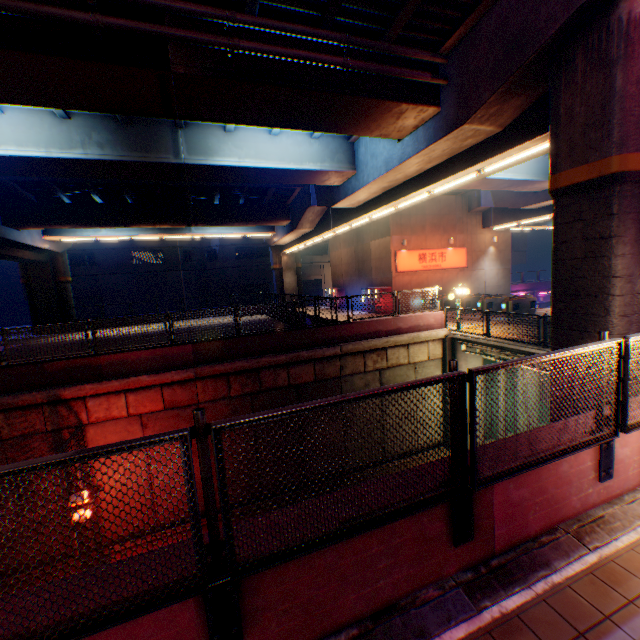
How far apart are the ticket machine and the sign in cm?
575

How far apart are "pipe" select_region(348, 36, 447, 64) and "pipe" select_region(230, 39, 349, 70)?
0.3 meters

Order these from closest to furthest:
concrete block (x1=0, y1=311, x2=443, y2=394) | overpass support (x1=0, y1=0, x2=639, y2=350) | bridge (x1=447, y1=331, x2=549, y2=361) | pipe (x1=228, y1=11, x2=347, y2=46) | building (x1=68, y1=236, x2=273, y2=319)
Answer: overpass support (x1=0, y1=0, x2=639, y2=350) < pipe (x1=228, y1=11, x2=347, y2=46) < concrete block (x1=0, y1=311, x2=443, y2=394) < bridge (x1=447, y1=331, x2=549, y2=361) < building (x1=68, y1=236, x2=273, y2=319)

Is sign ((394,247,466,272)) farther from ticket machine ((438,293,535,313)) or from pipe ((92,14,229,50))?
pipe ((92,14,229,50))

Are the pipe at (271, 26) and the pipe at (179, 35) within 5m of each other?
yes

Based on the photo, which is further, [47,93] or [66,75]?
[47,93]

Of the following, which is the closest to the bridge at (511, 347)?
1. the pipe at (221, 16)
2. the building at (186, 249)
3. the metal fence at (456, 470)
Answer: A: the metal fence at (456, 470)
